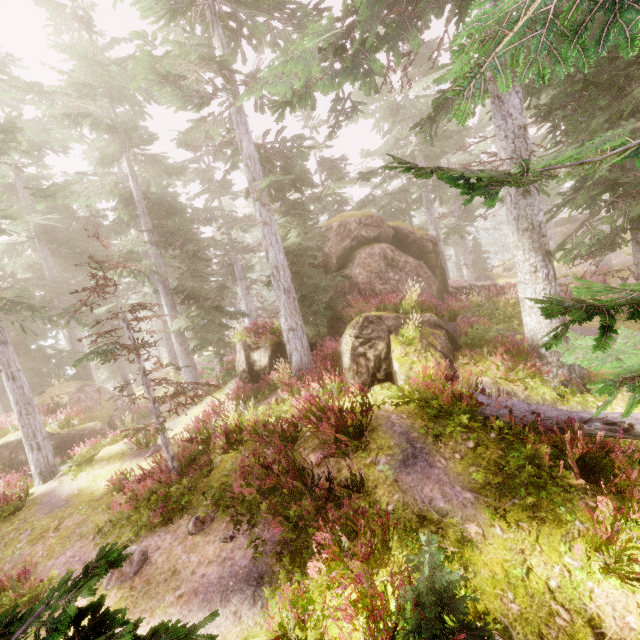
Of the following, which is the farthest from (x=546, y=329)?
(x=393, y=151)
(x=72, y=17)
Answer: (x=72, y=17)

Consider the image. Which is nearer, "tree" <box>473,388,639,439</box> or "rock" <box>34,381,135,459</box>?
"tree" <box>473,388,639,439</box>

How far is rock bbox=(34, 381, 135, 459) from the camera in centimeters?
1655cm

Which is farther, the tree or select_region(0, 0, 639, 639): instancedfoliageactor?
the tree

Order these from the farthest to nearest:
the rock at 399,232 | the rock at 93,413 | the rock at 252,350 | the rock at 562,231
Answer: the rock at 562,231
the rock at 93,413
the rock at 252,350
the rock at 399,232

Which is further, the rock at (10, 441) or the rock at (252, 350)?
the rock at (10, 441)

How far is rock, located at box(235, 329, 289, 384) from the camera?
15.1 meters
